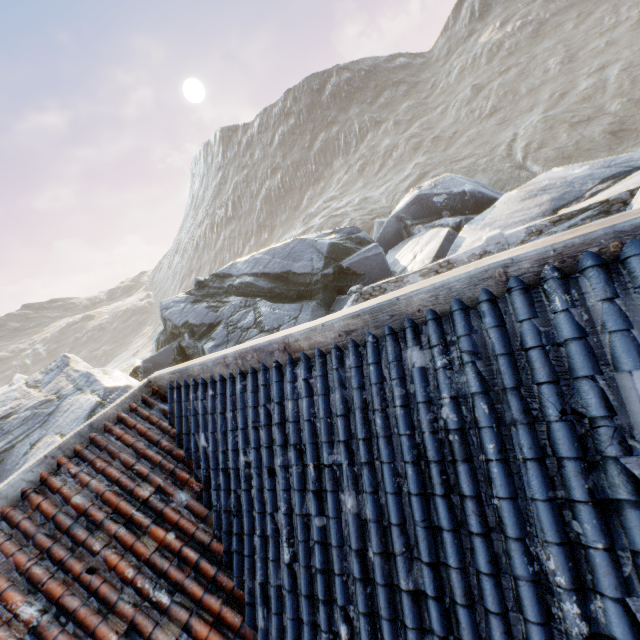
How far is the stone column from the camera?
12.6 meters

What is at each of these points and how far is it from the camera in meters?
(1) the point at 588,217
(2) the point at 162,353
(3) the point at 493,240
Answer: (1) rock, 11.1 m
(2) rock, 19.3 m
(3) stone column, 12.7 m

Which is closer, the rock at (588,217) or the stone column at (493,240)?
the rock at (588,217)

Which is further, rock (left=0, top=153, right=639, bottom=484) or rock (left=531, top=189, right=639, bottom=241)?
rock (left=0, top=153, right=639, bottom=484)

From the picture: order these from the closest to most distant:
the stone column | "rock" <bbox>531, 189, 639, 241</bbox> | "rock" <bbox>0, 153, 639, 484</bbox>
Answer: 1. "rock" <bbox>531, 189, 639, 241</bbox>
2. the stone column
3. "rock" <bbox>0, 153, 639, 484</bbox>

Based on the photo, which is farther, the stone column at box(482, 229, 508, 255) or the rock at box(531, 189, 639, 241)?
the stone column at box(482, 229, 508, 255)

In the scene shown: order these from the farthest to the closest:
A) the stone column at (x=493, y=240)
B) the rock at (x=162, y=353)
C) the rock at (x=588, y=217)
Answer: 1. the rock at (x=162, y=353)
2. the stone column at (x=493, y=240)
3. the rock at (x=588, y=217)
